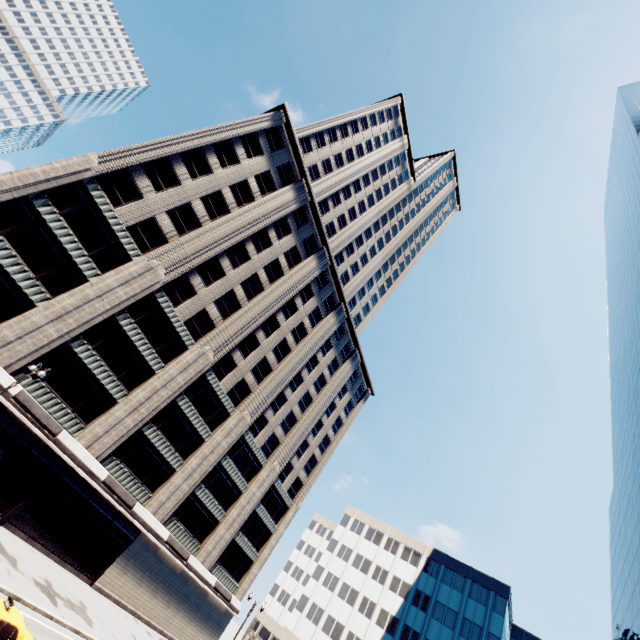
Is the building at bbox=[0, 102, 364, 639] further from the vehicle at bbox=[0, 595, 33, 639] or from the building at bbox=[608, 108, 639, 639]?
the building at bbox=[608, 108, 639, 639]

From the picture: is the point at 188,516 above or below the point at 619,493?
below

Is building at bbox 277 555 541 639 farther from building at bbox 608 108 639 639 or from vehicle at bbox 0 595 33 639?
vehicle at bbox 0 595 33 639

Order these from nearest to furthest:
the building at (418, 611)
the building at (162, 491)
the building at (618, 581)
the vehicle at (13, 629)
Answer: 1. the vehicle at (13, 629)
2. the building at (162, 491)
3. the building at (618, 581)
4. the building at (418, 611)

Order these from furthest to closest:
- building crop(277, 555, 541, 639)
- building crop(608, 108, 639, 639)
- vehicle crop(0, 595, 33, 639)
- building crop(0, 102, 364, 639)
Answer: building crop(277, 555, 541, 639)
building crop(608, 108, 639, 639)
building crop(0, 102, 364, 639)
vehicle crop(0, 595, 33, 639)

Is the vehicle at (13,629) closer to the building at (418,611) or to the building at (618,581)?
the building at (618,581)

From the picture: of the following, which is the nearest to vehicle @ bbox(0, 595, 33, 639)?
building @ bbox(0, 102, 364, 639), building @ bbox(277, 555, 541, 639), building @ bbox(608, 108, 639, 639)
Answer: building @ bbox(0, 102, 364, 639)

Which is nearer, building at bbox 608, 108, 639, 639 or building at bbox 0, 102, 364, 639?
building at bbox 0, 102, 364, 639
